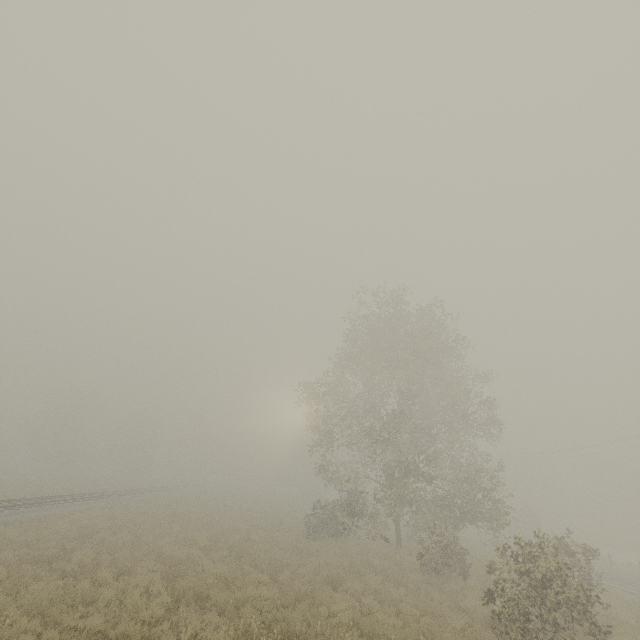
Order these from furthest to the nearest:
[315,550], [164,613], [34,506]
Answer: [34,506] → [315,550] → [164,613]
